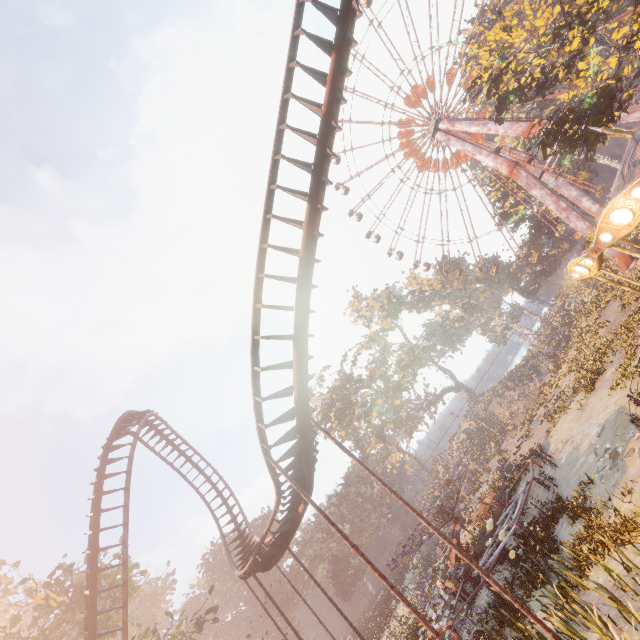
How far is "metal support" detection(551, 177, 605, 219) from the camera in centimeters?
3962cm

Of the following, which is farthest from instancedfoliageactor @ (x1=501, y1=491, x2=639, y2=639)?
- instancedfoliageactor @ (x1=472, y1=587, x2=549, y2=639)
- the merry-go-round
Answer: the merry-go-round

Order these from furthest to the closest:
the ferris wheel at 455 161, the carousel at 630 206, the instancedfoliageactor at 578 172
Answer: the instancedfoliageactor at 578 172 < the ferris wheel at 455 161 < the carousel at 630 206

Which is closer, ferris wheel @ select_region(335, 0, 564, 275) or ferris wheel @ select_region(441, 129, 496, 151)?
ferris wheel @ select_region(335, 0, 564, 275)

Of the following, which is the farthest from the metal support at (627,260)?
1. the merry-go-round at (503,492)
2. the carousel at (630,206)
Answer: the carousel at (630,206)

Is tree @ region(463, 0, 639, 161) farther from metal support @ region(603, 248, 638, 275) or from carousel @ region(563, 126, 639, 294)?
carousel @ region(563, 126, 639, 294)

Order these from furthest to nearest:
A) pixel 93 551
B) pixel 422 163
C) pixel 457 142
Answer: pixel 422 163 → pixel 457 142 → pixel 93 551

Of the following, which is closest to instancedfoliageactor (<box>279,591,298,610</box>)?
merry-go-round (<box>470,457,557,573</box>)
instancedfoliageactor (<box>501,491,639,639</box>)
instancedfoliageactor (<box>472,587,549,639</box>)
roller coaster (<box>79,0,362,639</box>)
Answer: merry-go-round (<box>470,457,557,573</box>)
